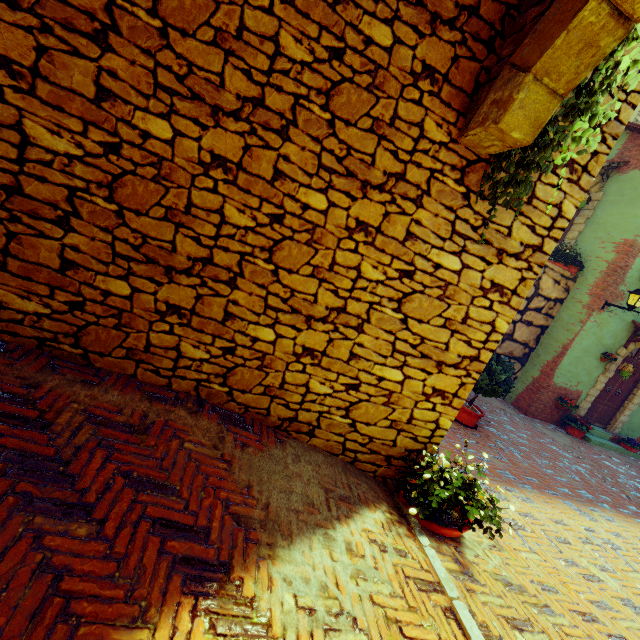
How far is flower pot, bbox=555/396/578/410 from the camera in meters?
9.3 m

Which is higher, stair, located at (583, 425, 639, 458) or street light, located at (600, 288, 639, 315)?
street light, located at (600, 288, 639, 315)

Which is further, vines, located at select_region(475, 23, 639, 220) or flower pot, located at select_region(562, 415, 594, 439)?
flower pot, located at select_region(562, 415, 594, 439)

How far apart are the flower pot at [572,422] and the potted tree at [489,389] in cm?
457

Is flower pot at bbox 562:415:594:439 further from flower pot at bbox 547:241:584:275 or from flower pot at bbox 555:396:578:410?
flower pot at bbox 547:241:584:275

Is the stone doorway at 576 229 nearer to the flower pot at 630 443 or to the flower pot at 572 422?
the flower pot at 572 422

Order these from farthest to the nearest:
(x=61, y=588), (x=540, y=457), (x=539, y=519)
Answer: (x=540, y=457) → (x=539, y=519) → (x=61, y=588)

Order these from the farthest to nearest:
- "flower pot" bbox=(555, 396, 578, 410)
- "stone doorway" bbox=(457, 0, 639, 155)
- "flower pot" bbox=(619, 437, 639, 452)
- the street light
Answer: "flower pot" bbox=(619, 437, 639, 452) < "flower pot" bbox=(555, 396, 578, 410) < the street light < "stone doorway" bbox=(457, 0, 639, 155)
